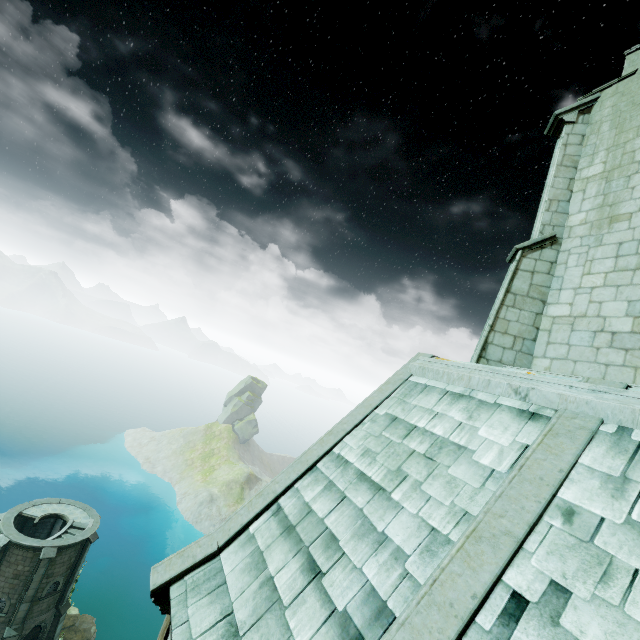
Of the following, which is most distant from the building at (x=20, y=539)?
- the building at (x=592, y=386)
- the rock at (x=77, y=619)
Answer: the building at (x=592, y=386)

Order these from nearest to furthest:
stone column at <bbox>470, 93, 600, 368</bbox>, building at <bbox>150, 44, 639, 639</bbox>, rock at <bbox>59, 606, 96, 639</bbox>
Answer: building at <bbox>150, 44, 639, 639</bbox>
stone column at <bbox>470, 93, 600, 368</bbox>
rock at <bbox>59, 606, 96, 639</bbox>

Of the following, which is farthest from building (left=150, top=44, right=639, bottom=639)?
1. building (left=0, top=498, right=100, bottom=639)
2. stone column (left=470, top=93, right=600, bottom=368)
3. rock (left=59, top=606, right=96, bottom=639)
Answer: rock (left=59, top=606, right=96, bottom=639)

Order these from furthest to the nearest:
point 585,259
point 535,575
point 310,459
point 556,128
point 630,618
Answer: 1. point 556,128
2. point 585,259
3. point 310,459
4. point 535,575
5. point 630,618

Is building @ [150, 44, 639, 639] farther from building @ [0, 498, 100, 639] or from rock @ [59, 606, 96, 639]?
rock @ [59, 606, 96, 639]

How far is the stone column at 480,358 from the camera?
8.0 meters

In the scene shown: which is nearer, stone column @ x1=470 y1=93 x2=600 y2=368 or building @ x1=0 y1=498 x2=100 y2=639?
stone column @ x1=470 y1=93 x2=600 y2=368
